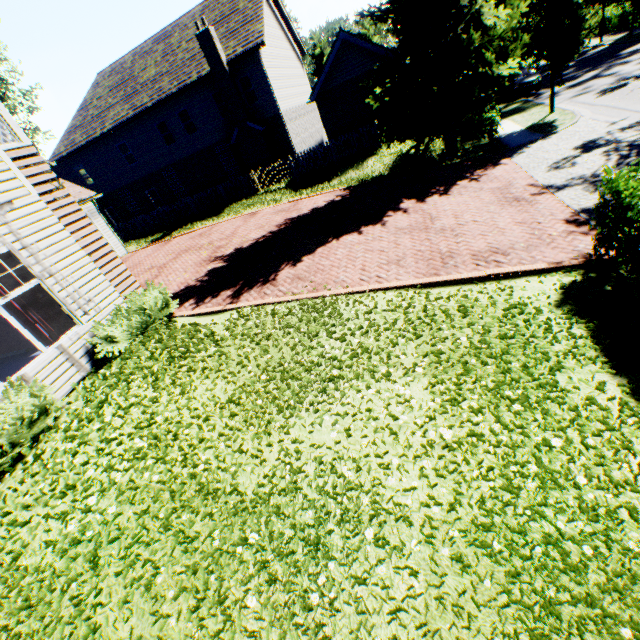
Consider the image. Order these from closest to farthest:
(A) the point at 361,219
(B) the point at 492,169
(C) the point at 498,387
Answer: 1. (C) the point at 498,387
2. (A) the point at 361,219
3. (B) the point at 492,169

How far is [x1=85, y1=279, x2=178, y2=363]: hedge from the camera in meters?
7.2 m

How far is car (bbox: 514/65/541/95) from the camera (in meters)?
20.91

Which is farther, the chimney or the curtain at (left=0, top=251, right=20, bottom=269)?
the chimney

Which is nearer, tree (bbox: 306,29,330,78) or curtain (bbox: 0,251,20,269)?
curtain (bbox: 0,251,20,269)

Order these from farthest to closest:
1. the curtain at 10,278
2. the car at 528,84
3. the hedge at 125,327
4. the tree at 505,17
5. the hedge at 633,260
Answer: the car at 528,84 → the tree at 505,17 → the hedge at 125,327 → the curtain at 10,278 → the hedge at 633,260

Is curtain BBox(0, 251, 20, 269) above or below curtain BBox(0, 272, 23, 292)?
above

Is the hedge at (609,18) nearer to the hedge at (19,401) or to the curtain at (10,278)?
the curtain at (10,278)
